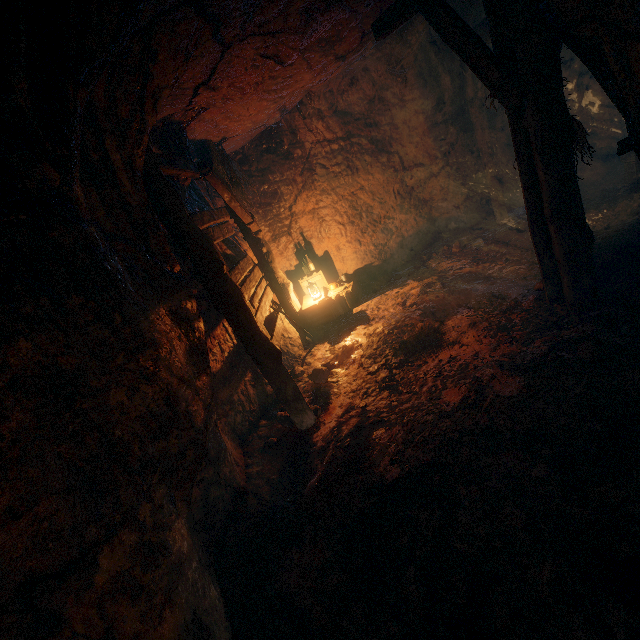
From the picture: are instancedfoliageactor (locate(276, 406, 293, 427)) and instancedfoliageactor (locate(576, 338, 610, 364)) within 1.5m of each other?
no

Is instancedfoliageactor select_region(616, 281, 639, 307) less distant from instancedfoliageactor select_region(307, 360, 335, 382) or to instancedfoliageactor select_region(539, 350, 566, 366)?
instancedfoliageactor select_region(539, 350, 566, 366)

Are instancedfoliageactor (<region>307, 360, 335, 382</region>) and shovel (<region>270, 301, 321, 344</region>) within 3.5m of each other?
yes

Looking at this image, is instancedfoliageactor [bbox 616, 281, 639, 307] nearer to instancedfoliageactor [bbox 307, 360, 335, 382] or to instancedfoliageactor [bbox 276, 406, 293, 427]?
instancedfoliageactor [bbox 307, 360, 335, 382]

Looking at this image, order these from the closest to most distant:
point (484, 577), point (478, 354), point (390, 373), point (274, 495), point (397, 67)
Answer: point (484, 577) < point (274, 495) < point (478, 354) < point (390, 373) < point (397, 67)

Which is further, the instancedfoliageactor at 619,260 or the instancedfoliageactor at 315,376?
the instancedfoliageactor at 315,376

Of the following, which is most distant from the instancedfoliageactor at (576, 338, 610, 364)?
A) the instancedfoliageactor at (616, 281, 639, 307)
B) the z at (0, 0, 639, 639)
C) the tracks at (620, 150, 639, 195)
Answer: the tracks at (620, 150, 639, 195)

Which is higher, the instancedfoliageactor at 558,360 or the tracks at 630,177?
the tracks at 630,177
